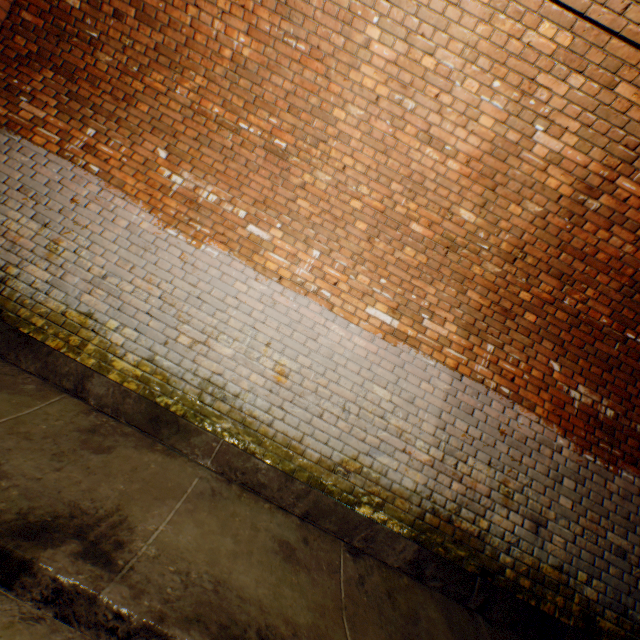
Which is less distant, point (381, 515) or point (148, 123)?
point (381, 515)
